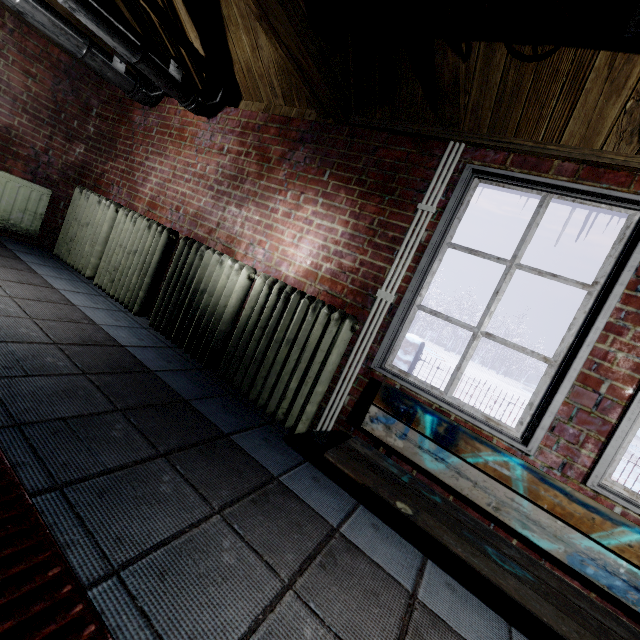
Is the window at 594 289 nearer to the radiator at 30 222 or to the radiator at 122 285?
the radiator at 122 285

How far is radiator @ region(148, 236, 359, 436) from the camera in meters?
2.0 m

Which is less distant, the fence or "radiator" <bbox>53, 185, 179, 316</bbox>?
"radiator" <bbox>53, 185, 179, 316</bbox>

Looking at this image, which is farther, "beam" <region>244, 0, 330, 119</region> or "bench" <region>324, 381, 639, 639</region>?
"beam" <region>244, 0, 330, 119</region>

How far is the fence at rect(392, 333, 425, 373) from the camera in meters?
6.0 m

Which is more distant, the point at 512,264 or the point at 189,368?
the point at 189,368

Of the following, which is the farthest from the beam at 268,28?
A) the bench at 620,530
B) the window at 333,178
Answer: the bench at 620,530

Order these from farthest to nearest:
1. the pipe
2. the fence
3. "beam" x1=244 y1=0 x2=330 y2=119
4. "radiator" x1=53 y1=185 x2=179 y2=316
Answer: the fence
"radiator" x1=53 y1=185 x2=179 y2=316
"beam" x1=244 y1=0 x2=330 y2=119
the pipe
